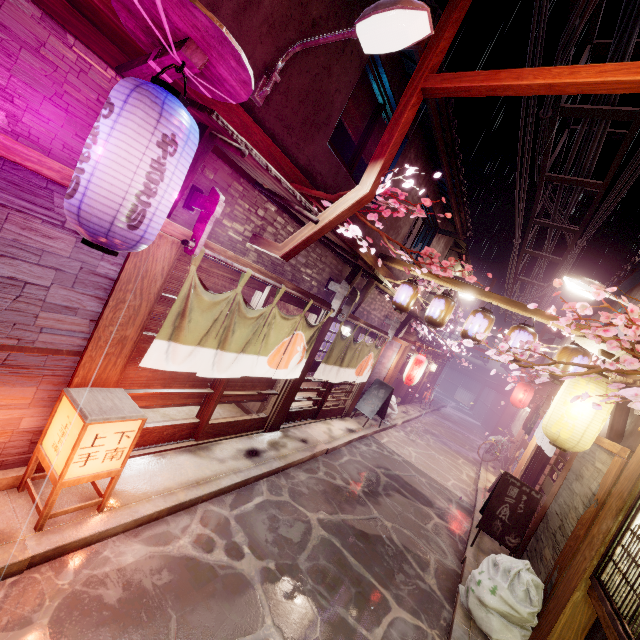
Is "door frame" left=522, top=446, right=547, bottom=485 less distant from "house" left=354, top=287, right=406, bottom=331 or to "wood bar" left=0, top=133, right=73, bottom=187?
"house" left=354, top=287, right=406, bottom=331

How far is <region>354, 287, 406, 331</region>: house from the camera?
15.2 meters

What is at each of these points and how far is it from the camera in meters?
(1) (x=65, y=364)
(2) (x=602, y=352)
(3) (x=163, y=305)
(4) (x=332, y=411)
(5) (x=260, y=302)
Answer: (1) house, 5.6 m
(2) wood support, 8.2 m
(3) blind, 7.1 m
(4) door, 16.8 m
(5) door, 9.1 m

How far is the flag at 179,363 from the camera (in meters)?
6.66

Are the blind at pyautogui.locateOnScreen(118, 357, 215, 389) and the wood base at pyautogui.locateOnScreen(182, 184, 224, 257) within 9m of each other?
yes

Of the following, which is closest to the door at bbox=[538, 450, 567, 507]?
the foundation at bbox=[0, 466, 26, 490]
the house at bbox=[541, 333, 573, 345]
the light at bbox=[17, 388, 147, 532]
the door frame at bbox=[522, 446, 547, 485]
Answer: the door frame at bbox=[522, 446, 547, 485]

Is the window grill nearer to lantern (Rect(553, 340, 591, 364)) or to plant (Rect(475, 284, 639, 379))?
plant (Rect(475, 284, 639, 379))

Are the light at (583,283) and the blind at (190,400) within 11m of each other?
no
